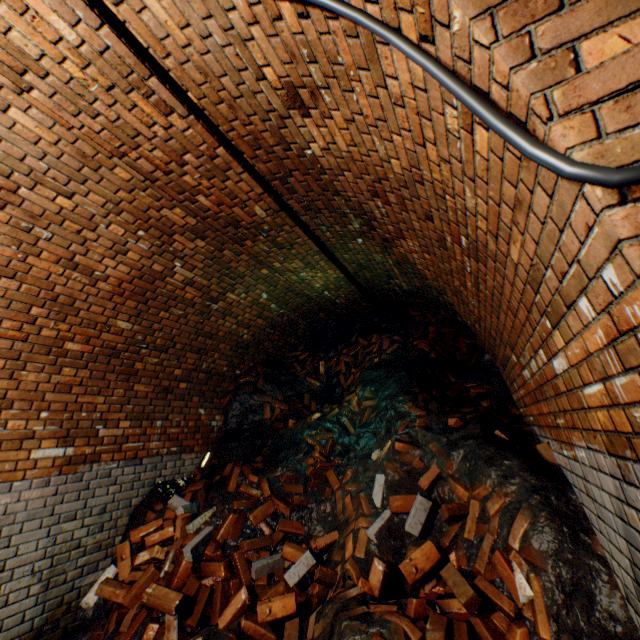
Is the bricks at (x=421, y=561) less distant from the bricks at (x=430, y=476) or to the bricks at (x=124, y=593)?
the bricks at (x=430, y=476)

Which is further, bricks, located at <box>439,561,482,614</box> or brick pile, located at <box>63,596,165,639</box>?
brick pile, located at <box>63,596,165,639</box>

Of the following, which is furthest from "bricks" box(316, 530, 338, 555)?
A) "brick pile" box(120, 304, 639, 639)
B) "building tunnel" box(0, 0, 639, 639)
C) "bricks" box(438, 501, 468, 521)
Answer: "building tunnel" box(0, 0, 639, 639)

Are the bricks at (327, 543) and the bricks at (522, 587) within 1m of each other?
no

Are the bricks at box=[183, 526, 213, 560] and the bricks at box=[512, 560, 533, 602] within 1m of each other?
no

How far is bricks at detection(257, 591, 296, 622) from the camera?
2.6 meters

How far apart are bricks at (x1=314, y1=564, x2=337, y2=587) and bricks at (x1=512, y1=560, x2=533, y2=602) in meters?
1.4 m

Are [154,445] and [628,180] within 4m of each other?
no
